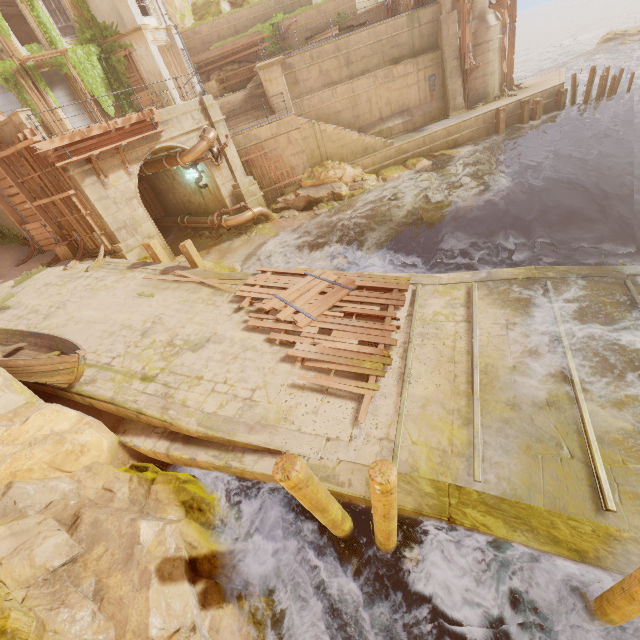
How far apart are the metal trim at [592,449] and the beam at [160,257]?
12.9 meters

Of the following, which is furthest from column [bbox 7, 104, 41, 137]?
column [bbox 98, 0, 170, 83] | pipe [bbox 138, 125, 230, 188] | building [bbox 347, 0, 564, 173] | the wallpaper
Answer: the wallpaper

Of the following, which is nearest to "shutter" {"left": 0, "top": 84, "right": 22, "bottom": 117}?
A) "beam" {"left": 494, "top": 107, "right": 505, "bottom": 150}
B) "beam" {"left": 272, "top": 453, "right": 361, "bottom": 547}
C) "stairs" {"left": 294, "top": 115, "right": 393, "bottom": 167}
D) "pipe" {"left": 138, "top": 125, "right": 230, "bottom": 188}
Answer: "pipe" {"left": 138, "top": 125, "right": 230, "bottom": 188}

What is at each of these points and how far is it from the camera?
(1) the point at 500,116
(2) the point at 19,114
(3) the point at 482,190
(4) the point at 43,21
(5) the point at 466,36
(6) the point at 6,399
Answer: (1) beam, 19.61m
(2) column, 11.26m
(3) rock, 15.22m
(4) plant, 18.33m
(5) trim, 19.14m
(6) building, 7.20m

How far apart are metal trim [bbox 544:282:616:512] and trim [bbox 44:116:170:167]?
15.3 meters

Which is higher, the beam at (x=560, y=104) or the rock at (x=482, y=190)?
the beam at (x=560, y=104)

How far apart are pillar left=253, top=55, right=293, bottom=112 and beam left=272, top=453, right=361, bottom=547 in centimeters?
2043cm

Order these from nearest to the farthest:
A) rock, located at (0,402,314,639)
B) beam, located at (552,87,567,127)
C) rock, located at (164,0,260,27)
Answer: rock, located at (0,402,314,639) < beam, located at (552,87,567,127) < rock, located at (164,0,260,27)
